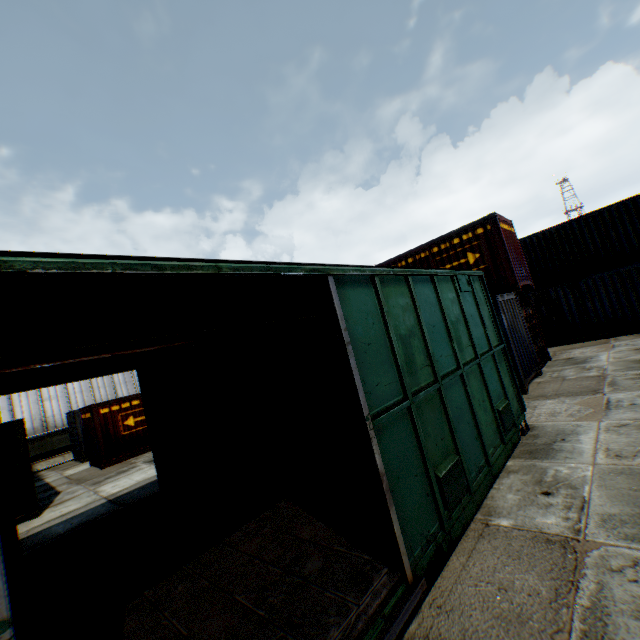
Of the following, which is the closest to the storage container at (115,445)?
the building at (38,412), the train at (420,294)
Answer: the train at (420,294)

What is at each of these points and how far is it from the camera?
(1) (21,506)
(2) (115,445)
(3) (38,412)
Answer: (1) storage container, 9.52m
(2) storage container, 15.29m
(3) building, 21.50m

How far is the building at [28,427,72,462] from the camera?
20.6m

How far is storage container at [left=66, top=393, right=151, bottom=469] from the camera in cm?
1501

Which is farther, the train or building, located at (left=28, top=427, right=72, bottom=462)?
building, located at (left=28, top=427, right=72, bottom=462)

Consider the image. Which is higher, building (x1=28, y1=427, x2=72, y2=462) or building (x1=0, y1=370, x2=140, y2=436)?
building (x1=0, y1=370, x2=140, y2=436)

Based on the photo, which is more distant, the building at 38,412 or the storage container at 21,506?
the building at 38,412

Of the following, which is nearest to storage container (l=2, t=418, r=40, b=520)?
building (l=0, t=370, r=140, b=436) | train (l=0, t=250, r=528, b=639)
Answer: building (l=0, t=370, r=140, b=436)
